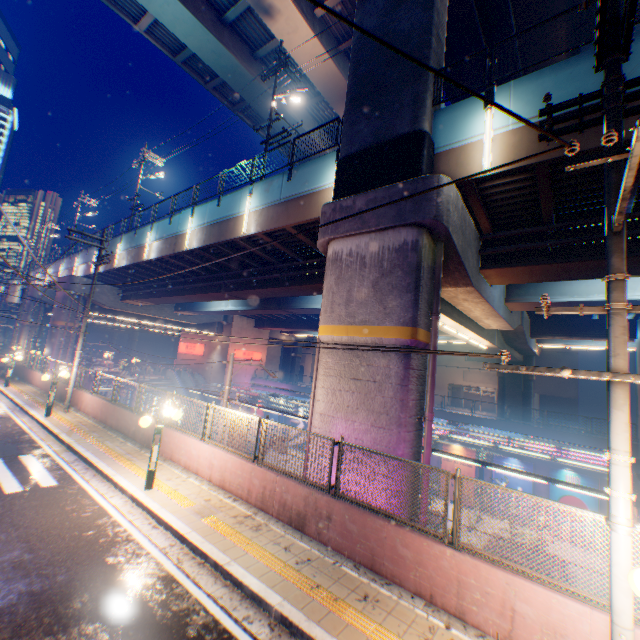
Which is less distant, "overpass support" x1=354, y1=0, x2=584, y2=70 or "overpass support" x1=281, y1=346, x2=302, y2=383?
"overpass support" x1=354, y1=0, x2=584, y2=70

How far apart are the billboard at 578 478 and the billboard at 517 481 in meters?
0.8

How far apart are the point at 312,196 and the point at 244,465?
9.7m

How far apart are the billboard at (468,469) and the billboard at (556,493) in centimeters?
471cm

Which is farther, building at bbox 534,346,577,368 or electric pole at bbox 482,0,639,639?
building at bbox 534,346,577,368

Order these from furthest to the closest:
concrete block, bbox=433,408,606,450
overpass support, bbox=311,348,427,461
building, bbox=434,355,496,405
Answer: building, bbox=434,355,496,405 → concrete block, bbox=433,408,606,450 → overpass support, bbox=311,348,427,461

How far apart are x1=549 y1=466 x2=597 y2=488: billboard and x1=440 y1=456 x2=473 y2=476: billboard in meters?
4.7 m
